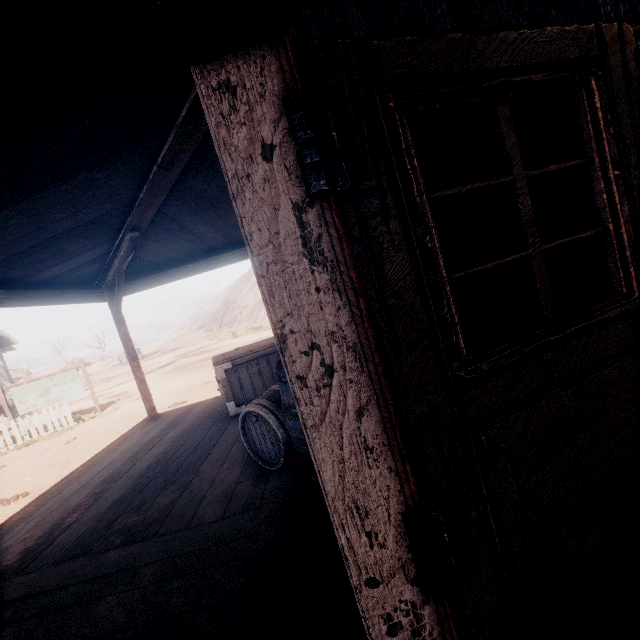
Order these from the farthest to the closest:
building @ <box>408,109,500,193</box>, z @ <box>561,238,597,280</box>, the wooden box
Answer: z @ <box>561,238,597,280</box> < the wooden box < building @ <box>408,109,500,193</box>

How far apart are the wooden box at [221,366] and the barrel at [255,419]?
1.26m

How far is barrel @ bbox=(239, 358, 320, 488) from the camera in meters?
2.4 m

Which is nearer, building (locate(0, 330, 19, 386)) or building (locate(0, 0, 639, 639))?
building (locate(0, 0, 639, 639))

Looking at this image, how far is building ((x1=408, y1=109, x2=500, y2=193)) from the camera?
2.00m

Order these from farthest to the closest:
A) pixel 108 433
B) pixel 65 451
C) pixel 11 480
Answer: pixel 108 433 → pixel 65 451 → pixel 11 480

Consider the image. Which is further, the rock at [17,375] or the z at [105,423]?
the rock at [17,375]

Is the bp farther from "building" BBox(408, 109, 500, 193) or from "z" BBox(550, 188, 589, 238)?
"z" BBox(550, 188, 589, 238)
